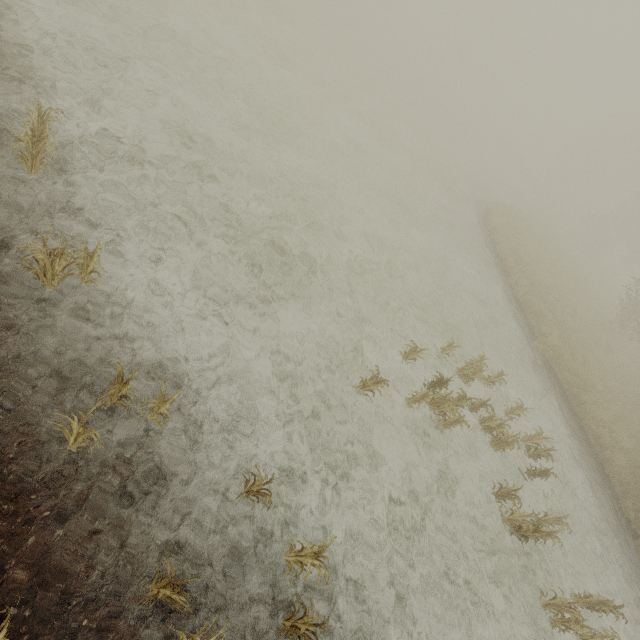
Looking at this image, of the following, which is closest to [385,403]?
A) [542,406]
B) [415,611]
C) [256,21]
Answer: [415,611]

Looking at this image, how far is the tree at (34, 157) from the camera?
3.6 meters

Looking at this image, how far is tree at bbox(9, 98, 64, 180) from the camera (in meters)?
3.59
